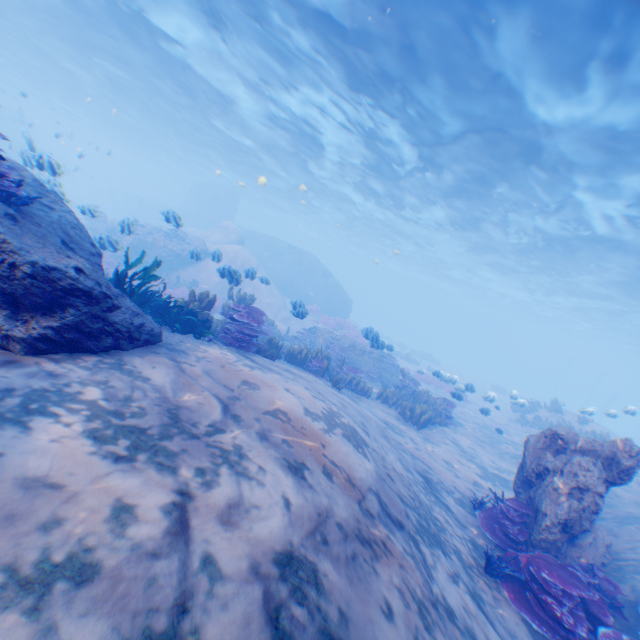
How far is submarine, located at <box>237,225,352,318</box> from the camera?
32.2 meters

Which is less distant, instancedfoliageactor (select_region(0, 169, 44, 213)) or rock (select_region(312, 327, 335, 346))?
instancedfoliageactor (select_region(0, 169, 44, 213))

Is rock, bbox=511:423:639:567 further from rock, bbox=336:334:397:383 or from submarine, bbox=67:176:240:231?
rock, bbox=336:334:397:383

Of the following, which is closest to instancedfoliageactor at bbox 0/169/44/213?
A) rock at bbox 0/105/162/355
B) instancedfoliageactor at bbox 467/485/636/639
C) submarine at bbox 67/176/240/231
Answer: rock at bbox 0/105/162/355

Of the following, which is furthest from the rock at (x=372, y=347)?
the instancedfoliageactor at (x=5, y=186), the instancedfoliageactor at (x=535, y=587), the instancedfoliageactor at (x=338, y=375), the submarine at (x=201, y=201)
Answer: the instancedfoliageactor at (x=5, y=186)

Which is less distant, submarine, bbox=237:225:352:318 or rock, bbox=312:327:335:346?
rock, bbox=312:327:335:346

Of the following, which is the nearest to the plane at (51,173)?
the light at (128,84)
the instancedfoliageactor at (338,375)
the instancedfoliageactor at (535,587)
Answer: the instancedfoliageactor at (338,375)

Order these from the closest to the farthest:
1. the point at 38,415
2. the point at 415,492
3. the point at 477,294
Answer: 1. the point at 38,415
2. the point at 415,492
3. the point at 477,294
